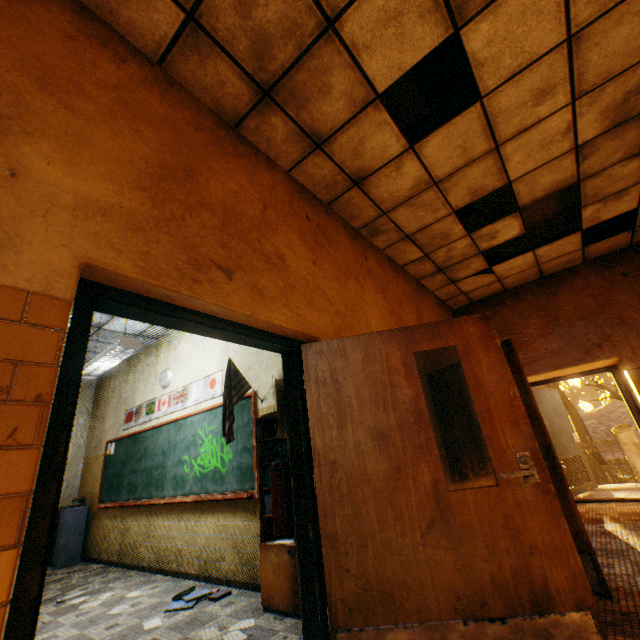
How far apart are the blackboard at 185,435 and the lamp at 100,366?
1.4 meters

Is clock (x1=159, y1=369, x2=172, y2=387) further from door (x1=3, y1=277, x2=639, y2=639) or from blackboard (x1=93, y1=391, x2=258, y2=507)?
door (x1=3, y1=277, x2=639, y2=639)

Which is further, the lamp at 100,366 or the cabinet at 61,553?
the cabinet at 61,553

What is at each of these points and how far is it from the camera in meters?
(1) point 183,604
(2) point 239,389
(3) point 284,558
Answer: (1) book, 3.4 m
(2) flag, 4.1 m
(3) bookcase, 3.1 m

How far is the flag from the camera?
3.7 meters

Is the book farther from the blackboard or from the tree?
the tree

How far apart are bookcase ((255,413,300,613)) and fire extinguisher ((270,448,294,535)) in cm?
45

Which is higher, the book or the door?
the door
